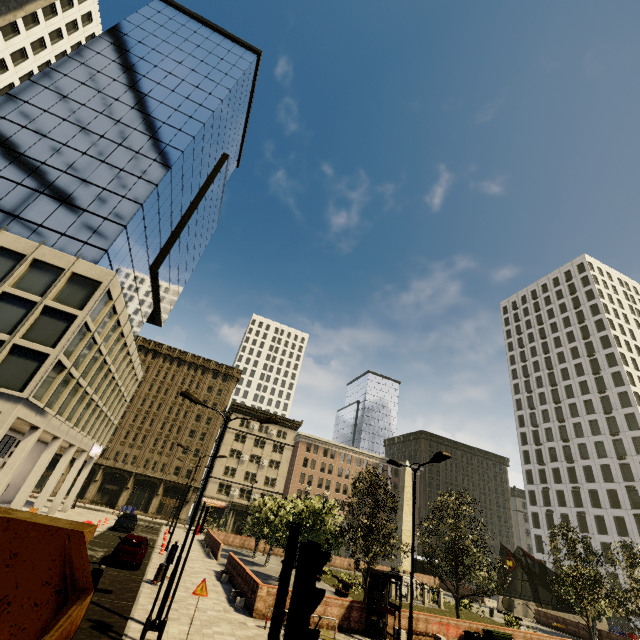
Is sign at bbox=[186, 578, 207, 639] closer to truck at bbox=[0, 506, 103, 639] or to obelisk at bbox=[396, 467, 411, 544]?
truck at bbox=[0, 506, 103, 639]

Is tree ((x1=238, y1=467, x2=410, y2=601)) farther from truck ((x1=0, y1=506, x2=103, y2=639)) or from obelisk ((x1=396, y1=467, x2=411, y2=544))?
truck ((x1=0, y1=506, x2=103, y2=639))

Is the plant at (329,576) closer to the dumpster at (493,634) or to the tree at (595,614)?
the tree at (595,614)

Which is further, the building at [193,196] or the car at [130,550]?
the building at [193,196]

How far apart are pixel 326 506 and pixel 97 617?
13.95m

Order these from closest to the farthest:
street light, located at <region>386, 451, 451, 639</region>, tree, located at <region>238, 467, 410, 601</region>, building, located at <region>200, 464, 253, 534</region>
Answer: street light, located at <region>386, 451, 451, 639</region>, tree, located at <region>238, 467, 410, 601</region>, building, located at <region>200, 464, 253, 534</region>

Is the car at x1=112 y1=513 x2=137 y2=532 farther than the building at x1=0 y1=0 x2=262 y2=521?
Yes

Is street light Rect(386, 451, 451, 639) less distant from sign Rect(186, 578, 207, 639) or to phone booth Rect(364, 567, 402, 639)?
phone booth Rect(364, 567, 402, 639)
